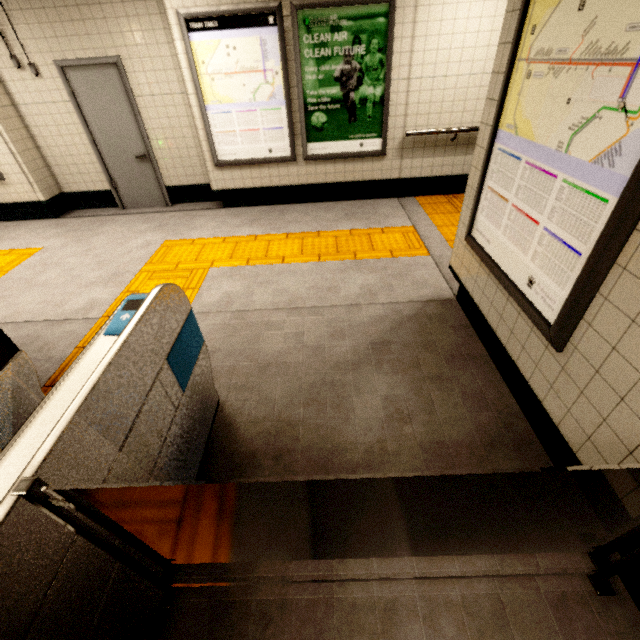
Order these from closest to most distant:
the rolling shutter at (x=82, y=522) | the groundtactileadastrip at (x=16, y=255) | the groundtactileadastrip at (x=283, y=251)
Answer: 1. the rolling shutter at (x=82, y=522)
2. the groundtactileadastrip at (x=283, y=251)
3. the groundtactileadastrip at (x=16, y=255)

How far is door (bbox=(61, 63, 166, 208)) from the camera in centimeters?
466cm

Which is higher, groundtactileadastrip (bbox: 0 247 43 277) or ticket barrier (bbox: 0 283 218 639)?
ticket barrier (bbox: 0 283 218 639)

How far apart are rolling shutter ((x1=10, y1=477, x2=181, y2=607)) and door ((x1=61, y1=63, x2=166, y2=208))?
5.8m

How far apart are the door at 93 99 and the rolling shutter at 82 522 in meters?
5.8 m

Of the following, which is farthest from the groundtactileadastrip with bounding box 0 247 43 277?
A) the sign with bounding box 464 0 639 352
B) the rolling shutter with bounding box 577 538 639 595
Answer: the rolling shutter with bounding box 577 538 639 595

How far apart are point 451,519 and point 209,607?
1.3m

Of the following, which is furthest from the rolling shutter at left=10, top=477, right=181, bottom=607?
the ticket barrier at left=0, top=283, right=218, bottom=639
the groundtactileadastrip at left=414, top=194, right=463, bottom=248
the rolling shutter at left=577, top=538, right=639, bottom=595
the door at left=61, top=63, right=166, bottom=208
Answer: the door at left=61, top=63, right=166, bottom=208
